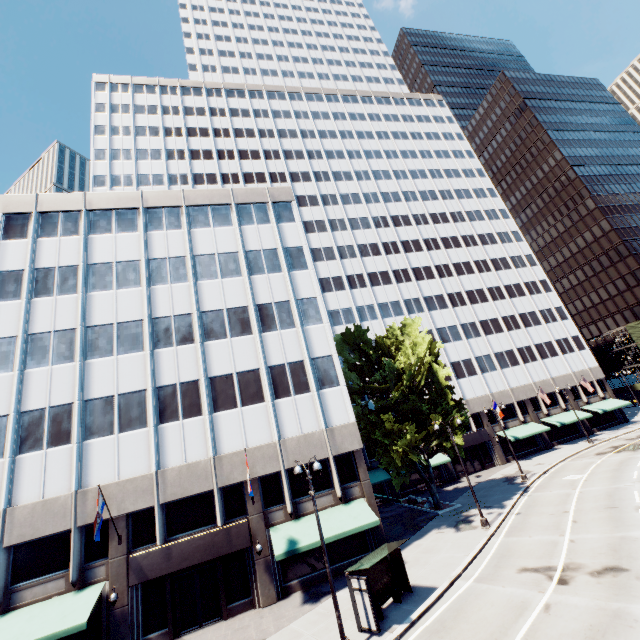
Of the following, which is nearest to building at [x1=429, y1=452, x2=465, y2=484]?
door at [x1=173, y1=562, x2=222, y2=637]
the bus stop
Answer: door at [x1=173, y1=562, x2=222, y2=637]

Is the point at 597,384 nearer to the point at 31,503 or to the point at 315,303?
the point at 315,303

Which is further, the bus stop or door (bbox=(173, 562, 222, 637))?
door (bbox=(173, 562, 222, 637))

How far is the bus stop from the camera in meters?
14.0 m

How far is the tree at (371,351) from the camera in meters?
26.7 m

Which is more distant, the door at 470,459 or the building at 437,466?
the door at 470,459

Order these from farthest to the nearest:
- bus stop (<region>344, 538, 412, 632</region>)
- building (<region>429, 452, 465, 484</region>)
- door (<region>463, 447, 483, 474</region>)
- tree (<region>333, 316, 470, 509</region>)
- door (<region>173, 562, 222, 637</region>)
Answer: door (<region>463, 447, 483, 474</region>), building (<region>429, 452, 465, 484</region>), tree (<region>333, 316, 470, 509</region>), door (<region>173, 562, 222, 637</region>), bus stop (<region>344, 538, 412, 632</region>)

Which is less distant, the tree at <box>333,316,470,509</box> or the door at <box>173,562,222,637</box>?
the door at <box>173,562,222,637</box>
